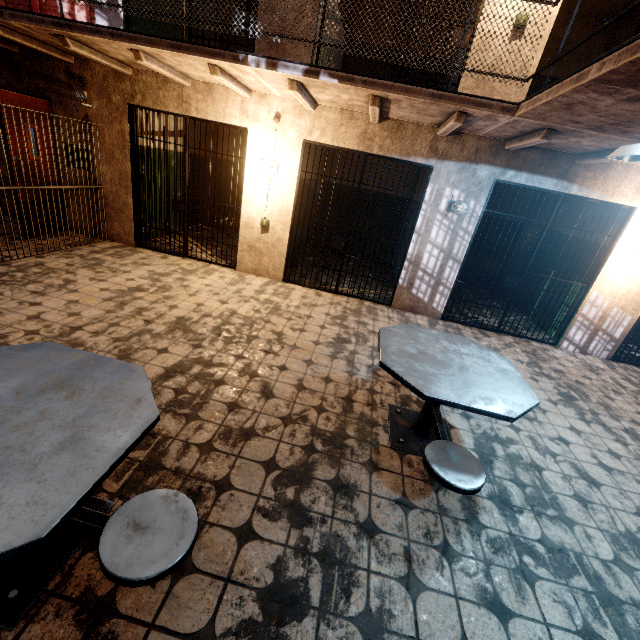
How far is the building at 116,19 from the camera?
4.82m

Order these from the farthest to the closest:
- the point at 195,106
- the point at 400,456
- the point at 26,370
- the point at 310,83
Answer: the point at 195,106, the point at 310,83, the point at 400,456, the point at 26,370

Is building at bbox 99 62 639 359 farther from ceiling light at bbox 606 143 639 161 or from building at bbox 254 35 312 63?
ceiling light at bbox 606 143 639 161

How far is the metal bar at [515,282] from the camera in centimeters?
484cm

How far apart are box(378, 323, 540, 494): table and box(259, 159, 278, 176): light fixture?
3.55m

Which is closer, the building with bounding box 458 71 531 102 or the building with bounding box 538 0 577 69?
the building with bounding box 458 71 531 102

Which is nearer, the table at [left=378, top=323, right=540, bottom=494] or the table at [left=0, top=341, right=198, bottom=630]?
the table at [left=0, top=341, right=198, bottom=630]

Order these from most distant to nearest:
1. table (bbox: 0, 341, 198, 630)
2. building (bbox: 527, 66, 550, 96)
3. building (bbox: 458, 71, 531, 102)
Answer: building (bbox: 527, 66, 550, 96)
building (bbox: 458, 71, 531, 102)
table (bbox: 0, 341, 198, 630)
